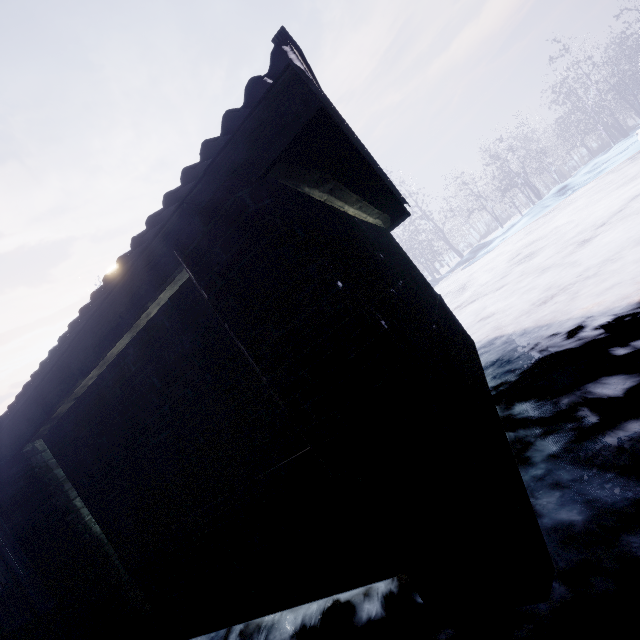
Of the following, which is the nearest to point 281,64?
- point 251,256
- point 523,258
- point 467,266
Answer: point 251,256
